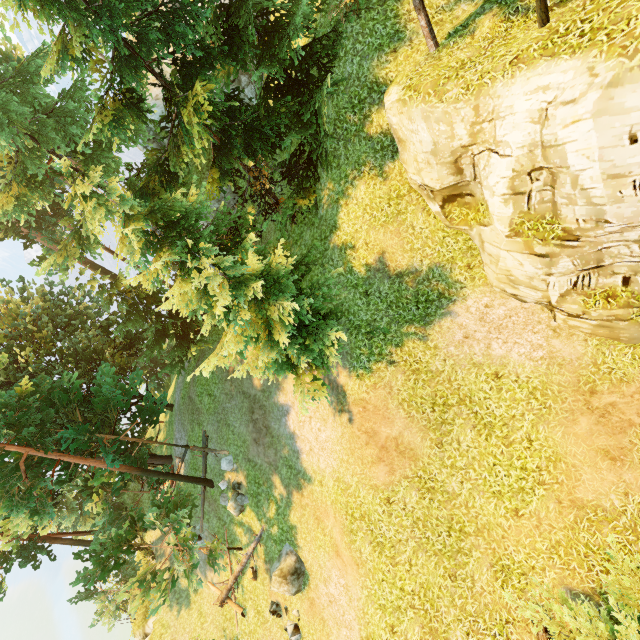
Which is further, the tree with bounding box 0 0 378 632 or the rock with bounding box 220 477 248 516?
the rock with bounding box 220 477 248 516

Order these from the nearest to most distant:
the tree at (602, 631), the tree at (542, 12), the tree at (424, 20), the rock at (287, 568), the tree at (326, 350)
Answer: the tree at (602, 631)
the tree at (542, 12)
the tree at (424, 20)
the tree at (326, 350)
the rock at (287, 568)

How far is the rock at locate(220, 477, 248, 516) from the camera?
17.8 meters

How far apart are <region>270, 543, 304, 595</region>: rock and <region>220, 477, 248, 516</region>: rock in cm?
329

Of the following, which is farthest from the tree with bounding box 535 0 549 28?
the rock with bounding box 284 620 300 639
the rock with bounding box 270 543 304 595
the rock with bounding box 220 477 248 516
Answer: the rock with bounding box 284 620 300 639

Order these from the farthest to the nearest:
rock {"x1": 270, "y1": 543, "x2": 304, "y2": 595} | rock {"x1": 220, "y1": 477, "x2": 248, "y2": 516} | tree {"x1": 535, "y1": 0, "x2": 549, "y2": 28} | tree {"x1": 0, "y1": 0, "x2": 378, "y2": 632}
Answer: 1. rock {"x1": 220, "y1": 477, "x2": 248, "y2": 516}
2. rock {"x1": 270, "y1": 543, "x2": 304, "y2": 595}
3. tree {"x1": 0, "y1": 0, "x2": 378, "y2": 632}
4. tree {"x1": 535, "y1": 0, "x2": 549, "y2": 28}

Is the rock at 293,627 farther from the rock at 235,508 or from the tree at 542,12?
the rock at 235,508

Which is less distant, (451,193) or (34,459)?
(451,193)
